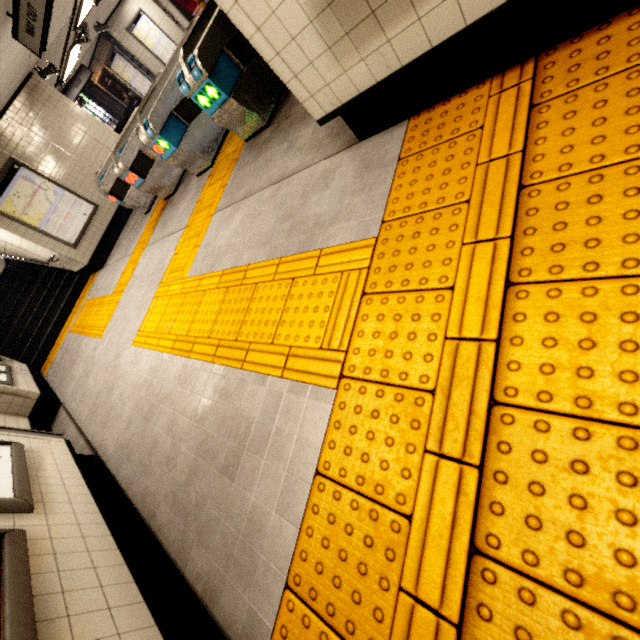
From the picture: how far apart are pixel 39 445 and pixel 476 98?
4.3 meters

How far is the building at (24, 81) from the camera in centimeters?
697cm

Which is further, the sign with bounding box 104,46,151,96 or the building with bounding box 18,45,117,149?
the sign with bounding box 104,46,151,96

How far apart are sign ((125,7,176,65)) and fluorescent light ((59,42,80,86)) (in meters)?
3.11

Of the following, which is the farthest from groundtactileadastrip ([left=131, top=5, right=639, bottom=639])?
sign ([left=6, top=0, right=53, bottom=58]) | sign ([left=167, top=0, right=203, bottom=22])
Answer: sign ([left=6, top=0, right=53, bottom=58])

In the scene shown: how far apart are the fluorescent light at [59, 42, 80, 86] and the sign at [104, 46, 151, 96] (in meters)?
2.58

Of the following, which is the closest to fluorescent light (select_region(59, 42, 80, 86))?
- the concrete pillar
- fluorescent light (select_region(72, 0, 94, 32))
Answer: fluorescent light (select_region(72, 0, 94, 32))

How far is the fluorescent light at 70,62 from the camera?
9.6 meters
